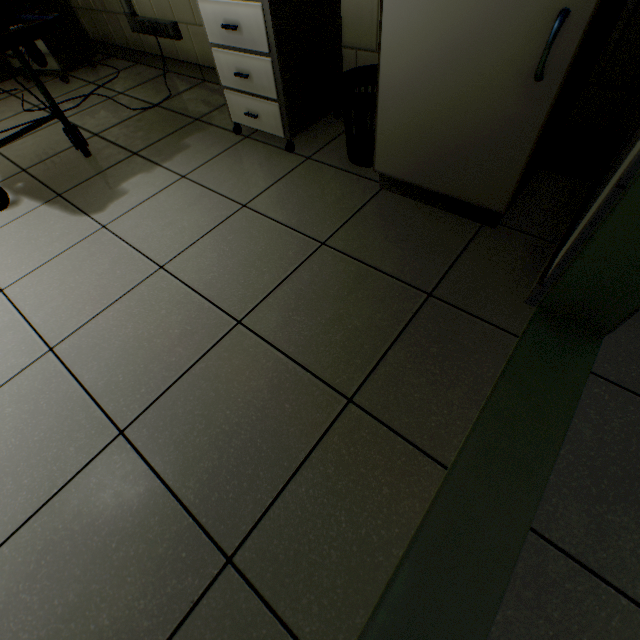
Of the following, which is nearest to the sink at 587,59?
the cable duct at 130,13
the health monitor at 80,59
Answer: the cable duct at 130,13

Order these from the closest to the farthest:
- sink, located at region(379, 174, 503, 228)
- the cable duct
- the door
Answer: the door → sink, located at region(379, 174, 503, 228) → the cable duct

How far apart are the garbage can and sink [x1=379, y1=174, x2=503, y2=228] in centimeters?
5cm

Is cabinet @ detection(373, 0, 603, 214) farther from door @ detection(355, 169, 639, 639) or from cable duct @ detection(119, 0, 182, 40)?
cable duct @ detection(119, 0, 182, 40)

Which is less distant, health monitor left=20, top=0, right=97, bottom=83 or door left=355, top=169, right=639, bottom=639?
door left=355, top=169, right=639, bottom=639

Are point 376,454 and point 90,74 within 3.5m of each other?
no

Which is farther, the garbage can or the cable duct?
the cable duct

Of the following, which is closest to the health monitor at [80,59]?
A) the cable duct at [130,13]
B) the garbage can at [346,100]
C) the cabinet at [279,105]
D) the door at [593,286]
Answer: the cable duct at [130,13]
